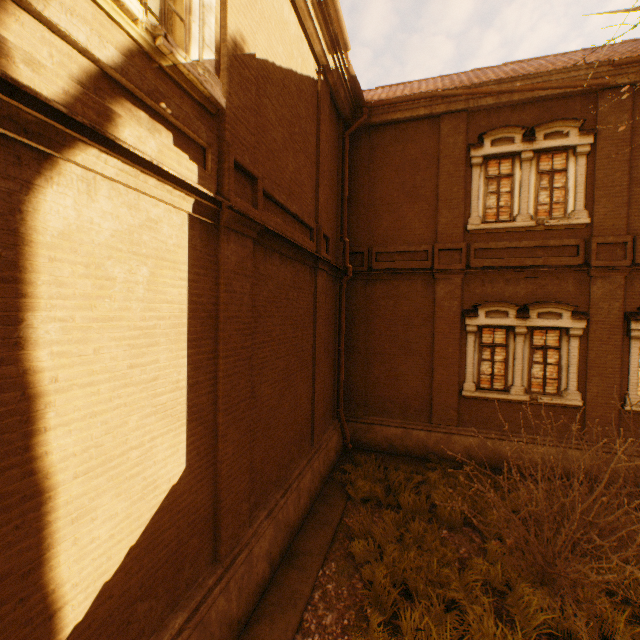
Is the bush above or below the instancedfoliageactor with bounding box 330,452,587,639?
above

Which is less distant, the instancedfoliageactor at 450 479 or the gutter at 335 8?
the instancedfoliageactor at 450 479

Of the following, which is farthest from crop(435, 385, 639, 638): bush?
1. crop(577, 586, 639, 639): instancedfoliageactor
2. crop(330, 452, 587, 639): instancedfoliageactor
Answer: crop(330, 452, 587, 639): instancedfoliageactor

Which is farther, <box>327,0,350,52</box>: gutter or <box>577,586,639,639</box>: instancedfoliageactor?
<box>327,0,350,52</box>: gutter

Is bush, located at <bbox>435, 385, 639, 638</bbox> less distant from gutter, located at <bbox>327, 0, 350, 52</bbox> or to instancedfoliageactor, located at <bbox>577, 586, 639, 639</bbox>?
instancedfoliageactor, located at <bbox>577, 586, 639, 639</bbox>

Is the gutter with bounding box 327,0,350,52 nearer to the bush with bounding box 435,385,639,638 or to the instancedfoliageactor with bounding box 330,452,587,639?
the bush with bounding box 435,385,639,638

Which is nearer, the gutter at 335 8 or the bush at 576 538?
the bush at 576 538

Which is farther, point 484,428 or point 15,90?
point 484,428
